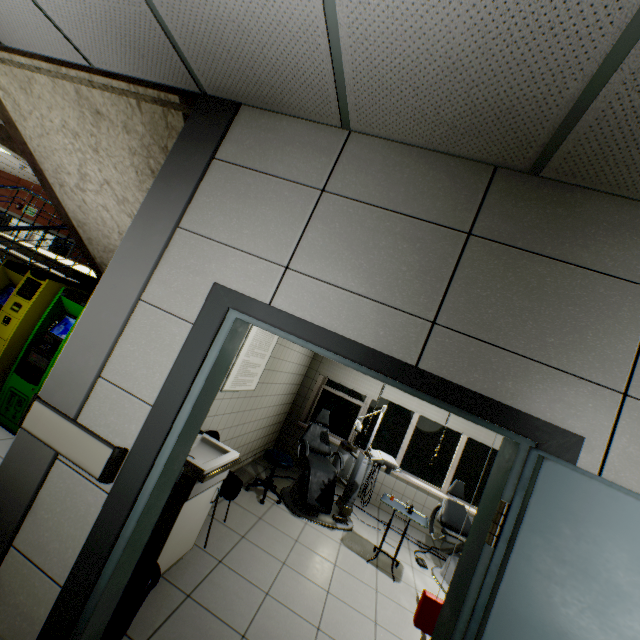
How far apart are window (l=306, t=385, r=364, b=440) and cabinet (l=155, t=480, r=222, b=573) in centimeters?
384cm

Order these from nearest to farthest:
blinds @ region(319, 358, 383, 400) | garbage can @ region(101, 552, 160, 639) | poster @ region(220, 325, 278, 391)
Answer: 1. garbage can @ region(101, 552, 160, 639)
2. poster @ region(220, 325, 278, 391)
3. blinds @ region(319, 358, 383, 400)

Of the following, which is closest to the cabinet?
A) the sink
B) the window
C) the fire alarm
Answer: the sink

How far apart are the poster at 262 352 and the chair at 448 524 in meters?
3.4 m

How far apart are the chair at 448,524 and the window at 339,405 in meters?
1.9

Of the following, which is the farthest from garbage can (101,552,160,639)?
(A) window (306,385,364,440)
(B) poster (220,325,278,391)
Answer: (A) window (306,385,364,440)

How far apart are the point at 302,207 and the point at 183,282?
0.8 meters

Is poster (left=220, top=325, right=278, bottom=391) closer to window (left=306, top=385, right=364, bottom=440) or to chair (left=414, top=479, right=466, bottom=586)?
window (left=306, top=385, right=364, bottom=440)
